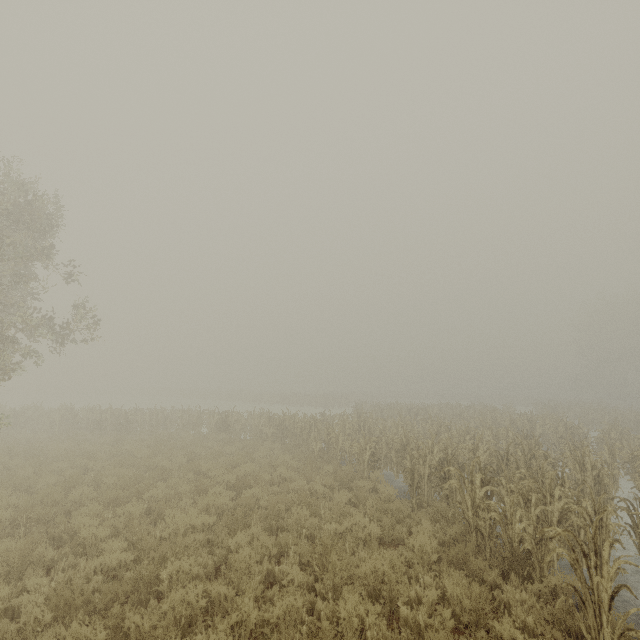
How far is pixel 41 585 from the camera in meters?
5.4 m
